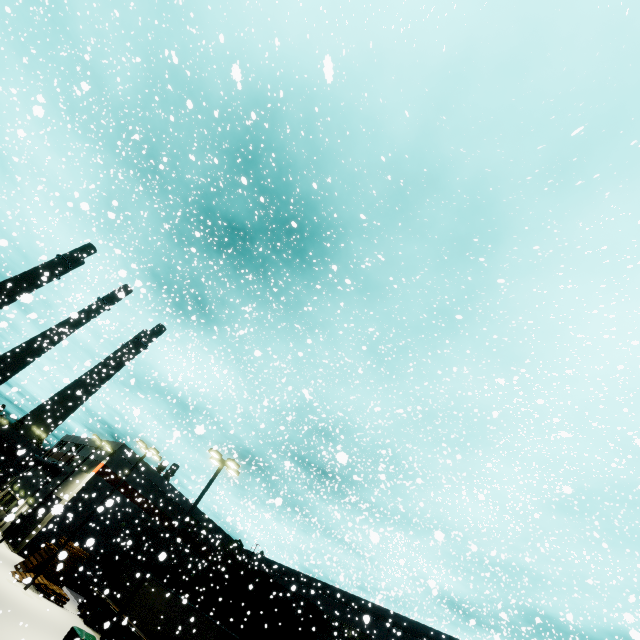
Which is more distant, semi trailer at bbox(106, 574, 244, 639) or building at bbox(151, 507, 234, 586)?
building at bbox(151, 507, 234, 586)

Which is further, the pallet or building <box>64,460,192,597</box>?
building <box>64,460,192,597</box>

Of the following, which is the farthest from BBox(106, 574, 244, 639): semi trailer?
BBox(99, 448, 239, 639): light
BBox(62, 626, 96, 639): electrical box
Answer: BBox(99, 448, 239, 639): light

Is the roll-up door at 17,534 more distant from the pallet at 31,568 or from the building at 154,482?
the pallet at 31,568

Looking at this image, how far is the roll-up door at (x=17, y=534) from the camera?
28.6 meters

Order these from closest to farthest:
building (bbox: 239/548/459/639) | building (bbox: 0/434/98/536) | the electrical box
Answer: the electrical box < building (bbox: 239/548/459/639) < building (bbox: 0/434/98/536)

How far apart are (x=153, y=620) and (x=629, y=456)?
31.9 meters

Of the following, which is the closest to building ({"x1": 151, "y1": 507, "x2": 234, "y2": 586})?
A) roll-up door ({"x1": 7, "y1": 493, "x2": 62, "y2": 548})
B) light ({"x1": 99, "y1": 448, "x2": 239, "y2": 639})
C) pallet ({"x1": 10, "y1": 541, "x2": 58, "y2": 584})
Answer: roll-up door ({"x1": 7, "y1": 493, "x2": 62, "y2": 548})
